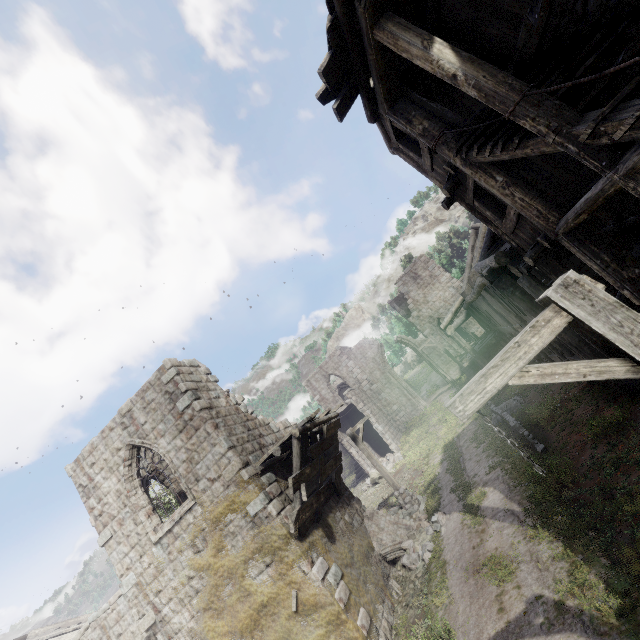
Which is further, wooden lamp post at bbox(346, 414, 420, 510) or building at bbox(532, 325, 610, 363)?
wooden lamp post at bbox(346, 414, 420, 510)

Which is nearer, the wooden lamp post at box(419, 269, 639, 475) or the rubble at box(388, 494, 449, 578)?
the wooden lamp post at box(419, 269, 639, 475)

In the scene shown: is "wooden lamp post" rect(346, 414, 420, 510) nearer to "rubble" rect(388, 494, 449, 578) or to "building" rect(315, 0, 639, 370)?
"rubble" rect(388, 494, 449, 578)

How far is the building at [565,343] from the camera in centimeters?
974cm

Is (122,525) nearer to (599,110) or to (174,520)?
(174,520)

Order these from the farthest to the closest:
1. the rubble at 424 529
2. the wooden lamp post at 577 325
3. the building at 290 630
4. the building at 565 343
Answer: the rubble at 424 529
the building at 565 343
the building at 290 630
the wooden lamp post at 577 325

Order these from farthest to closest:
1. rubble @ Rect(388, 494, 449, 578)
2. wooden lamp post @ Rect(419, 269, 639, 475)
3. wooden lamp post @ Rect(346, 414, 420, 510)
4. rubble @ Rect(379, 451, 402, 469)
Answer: rubble @ Rect(379, 451, 402, 469), wooden lamp post @ Rect(346, 414, 420, 510), rubble @ Rect(388, 494, 449, 578), wooden lamp post @ Rect(419, 269, 639, 475)

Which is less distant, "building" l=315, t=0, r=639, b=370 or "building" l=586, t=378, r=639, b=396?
"building" l=315, t=0, r=639, b=370
